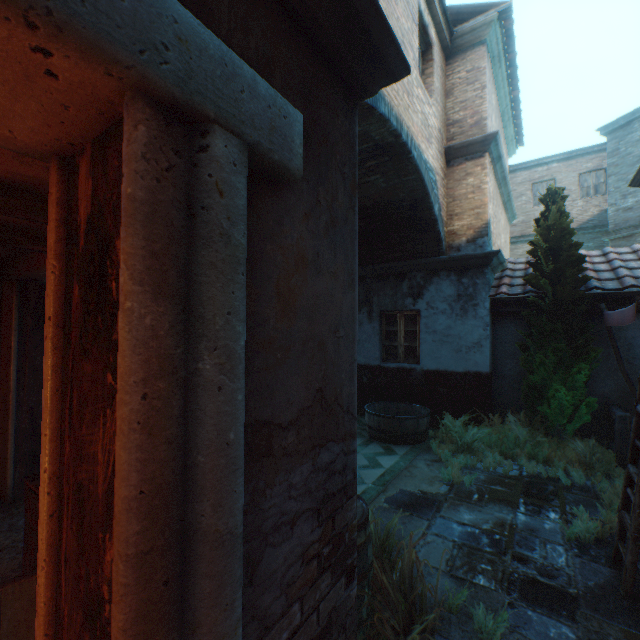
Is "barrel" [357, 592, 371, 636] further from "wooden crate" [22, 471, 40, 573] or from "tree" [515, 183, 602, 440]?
"tree" [515, 183, 602, 440]

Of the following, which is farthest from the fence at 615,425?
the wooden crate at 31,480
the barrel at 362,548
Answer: the wooden crate at 31,480

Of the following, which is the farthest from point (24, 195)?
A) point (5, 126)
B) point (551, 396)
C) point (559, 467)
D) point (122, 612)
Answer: point (551, 396)

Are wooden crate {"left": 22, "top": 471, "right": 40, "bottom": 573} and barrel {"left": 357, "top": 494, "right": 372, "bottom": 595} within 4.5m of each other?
yes

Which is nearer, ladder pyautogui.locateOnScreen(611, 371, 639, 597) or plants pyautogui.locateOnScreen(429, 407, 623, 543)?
ladder pyautogui.locateOnScreen(611, 371, 639, 597)

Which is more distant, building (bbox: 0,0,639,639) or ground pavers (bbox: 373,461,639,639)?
ground pavers (bbox: 373,461,639,639)

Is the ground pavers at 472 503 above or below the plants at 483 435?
below

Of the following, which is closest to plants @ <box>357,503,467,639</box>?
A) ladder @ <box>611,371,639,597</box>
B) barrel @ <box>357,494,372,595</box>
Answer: barrel @ <box>357,494,372,595</box>
